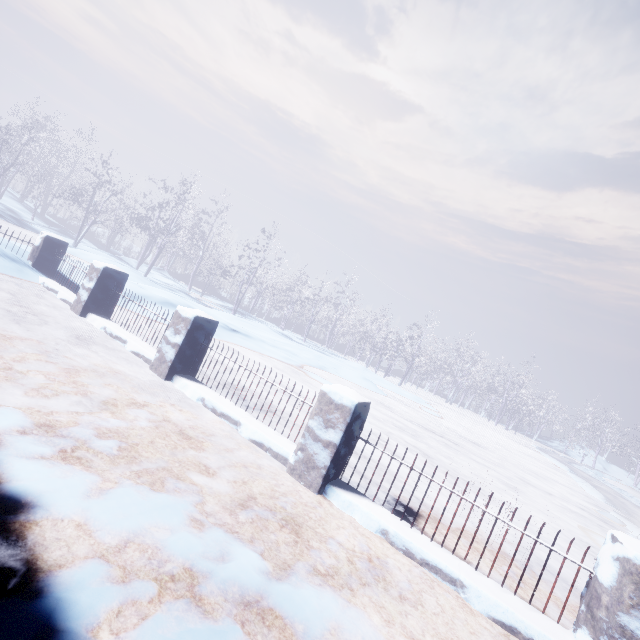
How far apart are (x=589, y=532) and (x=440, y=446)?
3.04m
